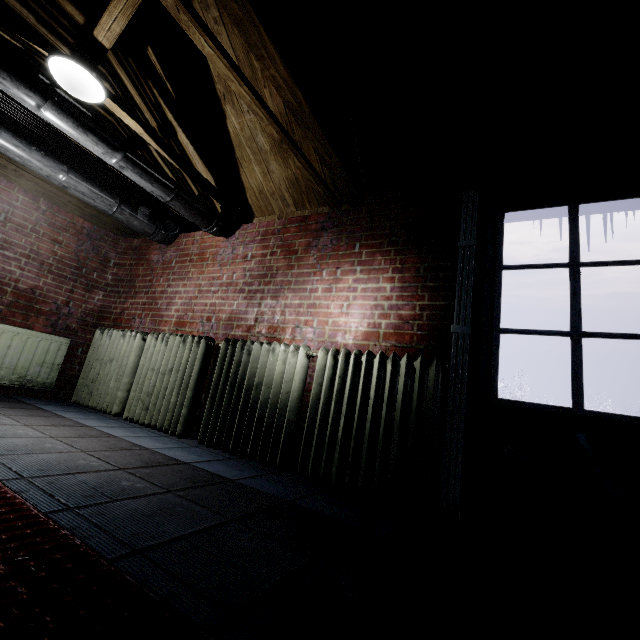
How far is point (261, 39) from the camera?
1.5 meters

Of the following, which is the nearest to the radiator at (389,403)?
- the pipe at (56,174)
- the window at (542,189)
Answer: the window at (542,189)

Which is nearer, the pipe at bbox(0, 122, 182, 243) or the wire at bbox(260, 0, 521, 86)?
the wire at bbox(260, 0, 521, 86)

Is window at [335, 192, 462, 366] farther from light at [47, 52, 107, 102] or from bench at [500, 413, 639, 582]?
light at [47, 52, 107, 102]

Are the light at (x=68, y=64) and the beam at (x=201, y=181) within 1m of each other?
yes

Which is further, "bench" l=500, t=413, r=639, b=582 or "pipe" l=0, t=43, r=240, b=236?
"pipe" l=0, t=43, r=240, b=236

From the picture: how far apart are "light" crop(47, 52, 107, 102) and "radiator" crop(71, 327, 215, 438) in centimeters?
181cm

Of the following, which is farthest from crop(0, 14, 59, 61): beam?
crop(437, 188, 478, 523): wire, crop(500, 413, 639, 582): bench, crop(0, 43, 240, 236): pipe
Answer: crop(500, 413, 639, 582): bench
